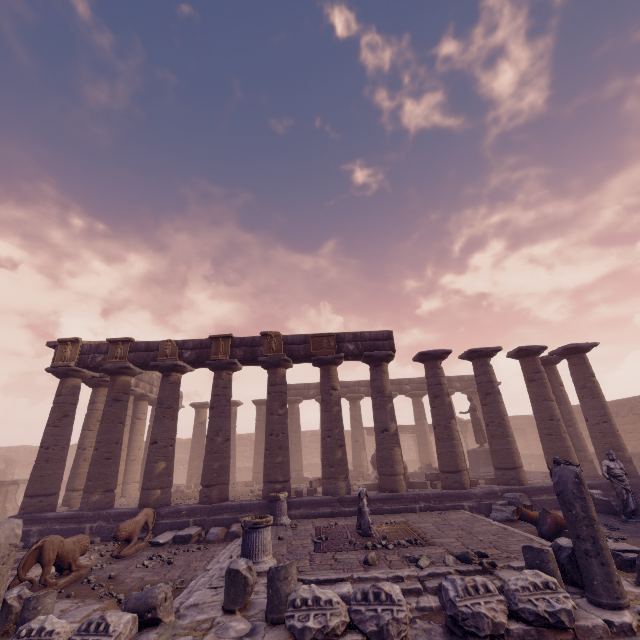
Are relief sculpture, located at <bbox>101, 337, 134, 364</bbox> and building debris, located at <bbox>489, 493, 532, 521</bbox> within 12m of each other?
no

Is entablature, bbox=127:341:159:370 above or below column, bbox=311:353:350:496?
above

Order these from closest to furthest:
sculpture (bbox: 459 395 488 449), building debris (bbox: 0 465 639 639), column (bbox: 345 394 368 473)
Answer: building debris (bbox: 0 465 639 639) < sculpture (bbox: 459 395 488 449) < column (bbox: 345 394 368 473)

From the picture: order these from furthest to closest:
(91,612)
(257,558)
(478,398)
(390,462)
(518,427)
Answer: (518,427) → (478,398) → (390,462) → (257,558) → (91,612)

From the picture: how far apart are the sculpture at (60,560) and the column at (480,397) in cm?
1332

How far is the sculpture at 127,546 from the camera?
9.1m

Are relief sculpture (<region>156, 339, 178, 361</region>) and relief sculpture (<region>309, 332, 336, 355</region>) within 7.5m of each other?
yes

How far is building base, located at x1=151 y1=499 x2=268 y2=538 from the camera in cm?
1113
